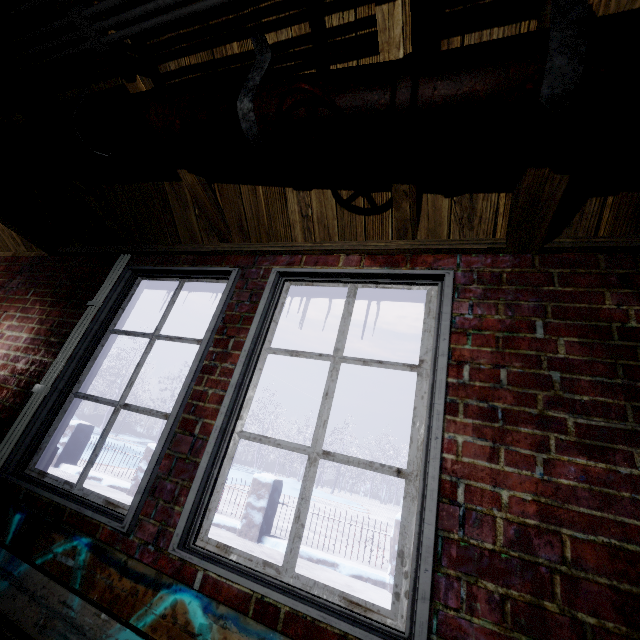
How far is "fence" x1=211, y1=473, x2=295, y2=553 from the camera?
5.0m

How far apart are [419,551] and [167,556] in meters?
0.9

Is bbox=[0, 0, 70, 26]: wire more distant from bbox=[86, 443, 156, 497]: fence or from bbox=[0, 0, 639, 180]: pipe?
bbox=[86, 443, 156, 497]: fence

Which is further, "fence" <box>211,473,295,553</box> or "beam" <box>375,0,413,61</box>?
"fence" <box>211,473,295,553</box>

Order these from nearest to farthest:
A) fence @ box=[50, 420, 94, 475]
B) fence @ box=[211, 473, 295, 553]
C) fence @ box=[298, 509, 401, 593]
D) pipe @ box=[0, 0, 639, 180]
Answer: pipe @ box=[0, 0, 639, 180]
fence @ box=[298, 509, 401, 593]
fence @ box=[211, 473, 295, 553]
fence @ box=[50, 420, 94, 475]

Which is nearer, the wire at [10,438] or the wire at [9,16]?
the wire at [9,16]

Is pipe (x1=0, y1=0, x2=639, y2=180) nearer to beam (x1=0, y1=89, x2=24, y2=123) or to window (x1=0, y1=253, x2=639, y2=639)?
beam (x1=0, y1=89, x2=24, y2=123)

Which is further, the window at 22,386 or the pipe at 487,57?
the window at 22,386
